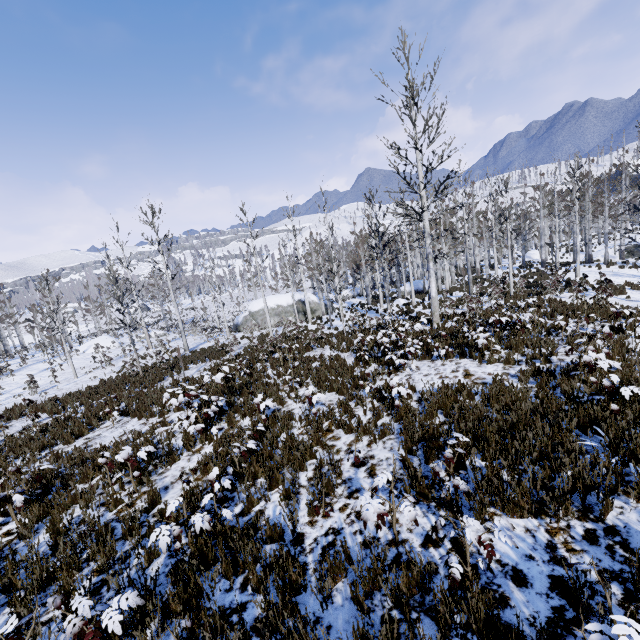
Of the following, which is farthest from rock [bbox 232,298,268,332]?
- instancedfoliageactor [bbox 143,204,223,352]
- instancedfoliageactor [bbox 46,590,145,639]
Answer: instancedfoliageactor [bbox 46,590,145,639]

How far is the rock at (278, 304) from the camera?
34.7m

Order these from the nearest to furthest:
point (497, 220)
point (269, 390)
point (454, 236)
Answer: point (269, 390), point (497, 220), point (454, 236)

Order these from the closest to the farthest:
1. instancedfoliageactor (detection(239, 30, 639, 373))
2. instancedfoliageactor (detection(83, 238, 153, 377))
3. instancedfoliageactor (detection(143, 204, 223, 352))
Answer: instancedfoliageactor (detection(239, 30, 639, 373)) < instancedfoliageactor (detection(83, 238, 153, 377)) < instancedfoliageactor (detection(143, 204, 223, 352))

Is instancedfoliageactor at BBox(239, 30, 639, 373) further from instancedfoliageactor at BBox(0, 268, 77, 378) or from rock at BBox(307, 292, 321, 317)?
rock at BBox(307, 292, 321, 317)

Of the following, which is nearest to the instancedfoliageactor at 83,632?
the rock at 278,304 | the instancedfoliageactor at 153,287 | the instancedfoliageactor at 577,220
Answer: the instancedfoliageactor at 153,287

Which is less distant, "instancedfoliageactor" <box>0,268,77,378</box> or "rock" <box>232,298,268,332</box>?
"instancedfoliageactor" <box>0,268,77,378</box>
